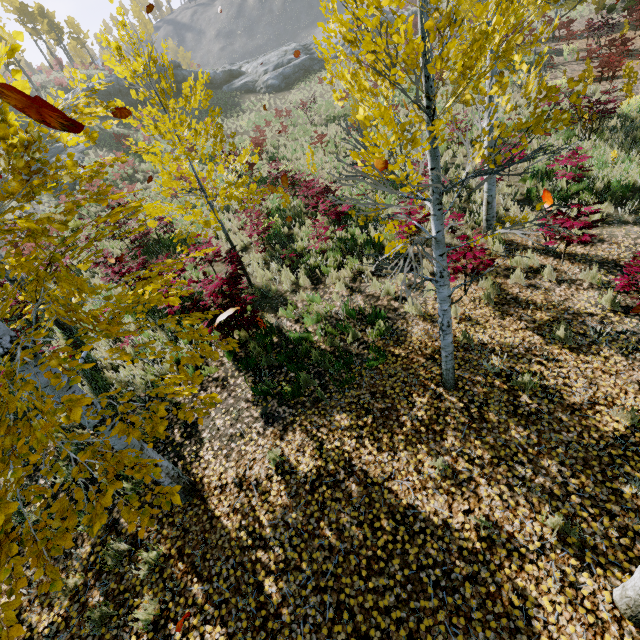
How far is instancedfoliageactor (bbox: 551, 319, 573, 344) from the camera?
5.07m

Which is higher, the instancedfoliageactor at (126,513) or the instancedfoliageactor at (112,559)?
the instancedfoliageactor at (126,513)

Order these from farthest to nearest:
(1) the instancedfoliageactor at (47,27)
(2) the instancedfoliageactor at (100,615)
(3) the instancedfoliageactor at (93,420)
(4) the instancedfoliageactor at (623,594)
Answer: (1) the instancedfoliageactor at (47,27)
(2) the instancedfoliageactor at (100,615)
(4) the instancedfoliageactor at (623,594)
(3) the instancedfoliageactor at (93,420)

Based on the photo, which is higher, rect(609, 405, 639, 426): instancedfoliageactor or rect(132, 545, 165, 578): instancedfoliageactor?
rect(132, 545, 165, 578): instancedfoliageactor

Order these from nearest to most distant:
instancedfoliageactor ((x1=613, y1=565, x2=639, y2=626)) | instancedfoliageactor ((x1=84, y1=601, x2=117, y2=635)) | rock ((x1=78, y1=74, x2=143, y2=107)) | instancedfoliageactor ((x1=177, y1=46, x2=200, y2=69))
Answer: instancedfoliageactor ((x1=613, y1=565, x2=639, y2=626))
instancedfoliageactor ((x1=84, y1=601, x2=117, y2=635))
rock ((x1=78, y1=74, x2=143, y2=107))
instancedfoliageactor ((x1=177, y1=46, x2=200, y2=69))

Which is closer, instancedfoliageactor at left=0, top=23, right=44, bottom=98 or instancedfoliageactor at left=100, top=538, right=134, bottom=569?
instancedfoliageactor at left=0, top=23, right=44, bottom=98

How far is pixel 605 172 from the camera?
8.3m
